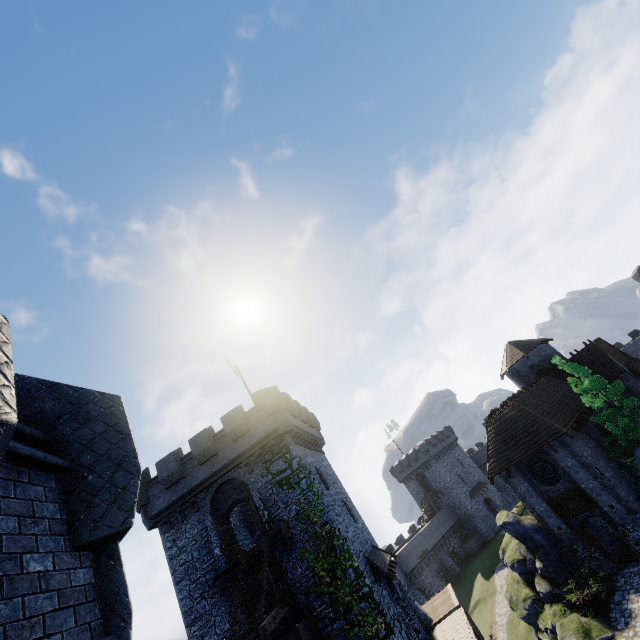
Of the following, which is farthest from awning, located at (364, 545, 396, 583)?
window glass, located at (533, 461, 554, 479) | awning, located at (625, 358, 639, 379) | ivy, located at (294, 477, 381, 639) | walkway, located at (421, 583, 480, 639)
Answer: awning, located at (625, 358, 639, 379)

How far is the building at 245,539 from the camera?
23.97m

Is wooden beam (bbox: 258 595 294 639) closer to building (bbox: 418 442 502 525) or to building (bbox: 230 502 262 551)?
building (bbox: 230 502 262 551)

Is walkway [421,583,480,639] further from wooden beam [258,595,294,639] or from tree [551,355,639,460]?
tree [551,355,639,460]

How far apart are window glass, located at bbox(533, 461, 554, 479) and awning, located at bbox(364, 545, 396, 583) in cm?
1162

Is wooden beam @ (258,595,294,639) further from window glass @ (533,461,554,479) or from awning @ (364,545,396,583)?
window glass @ (533,461,554,479)

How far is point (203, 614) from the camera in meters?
17.5

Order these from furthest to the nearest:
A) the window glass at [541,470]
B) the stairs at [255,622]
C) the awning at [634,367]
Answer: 1. the awning at [634,367]
2. the window glass at [541,470]
3. the stairs at [255,622]
